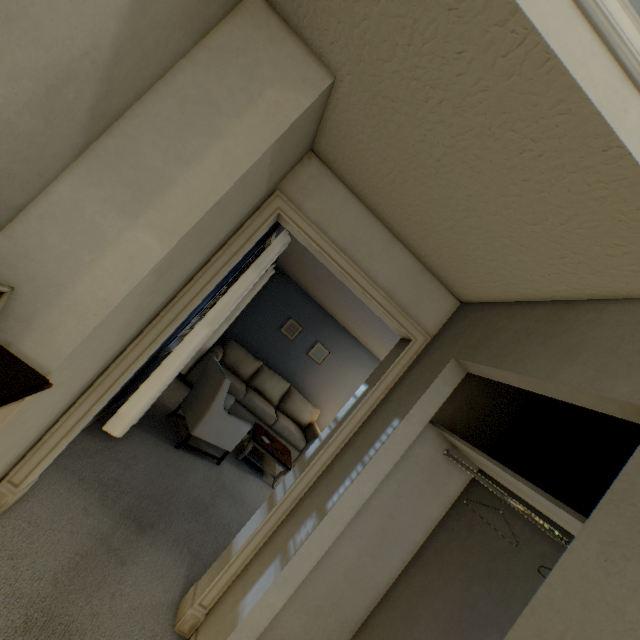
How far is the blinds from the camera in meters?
2.6 m

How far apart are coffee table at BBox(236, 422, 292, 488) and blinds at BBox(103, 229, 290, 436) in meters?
1.4

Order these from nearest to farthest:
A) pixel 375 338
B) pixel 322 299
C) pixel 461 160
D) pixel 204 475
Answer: pixel 461 160 < pixel 204 475 < pixel 375 338 < pixel 322 299

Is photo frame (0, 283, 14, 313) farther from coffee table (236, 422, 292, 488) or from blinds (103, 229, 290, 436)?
coffee table (236, 422, 292, 488)

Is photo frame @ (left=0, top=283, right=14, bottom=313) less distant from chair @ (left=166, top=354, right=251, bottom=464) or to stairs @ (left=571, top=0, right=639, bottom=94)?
stairs @ (left=571, top=0, right=639, bottom=94)

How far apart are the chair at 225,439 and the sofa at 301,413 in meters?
1.0

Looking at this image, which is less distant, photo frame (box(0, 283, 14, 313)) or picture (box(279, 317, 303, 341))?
photo frame (box(0, 283, 14, 313))

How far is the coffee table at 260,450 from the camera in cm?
416
